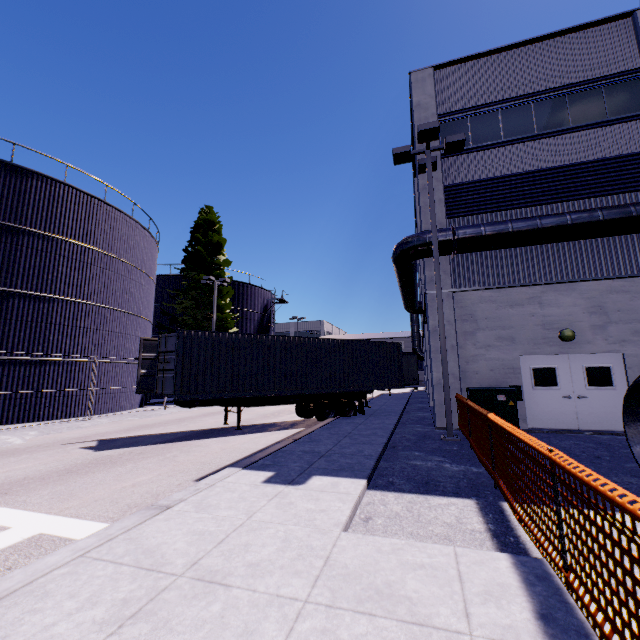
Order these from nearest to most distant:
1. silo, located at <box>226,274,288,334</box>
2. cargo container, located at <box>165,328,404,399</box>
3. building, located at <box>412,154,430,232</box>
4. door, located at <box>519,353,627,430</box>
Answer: door, located at <box>519,353,627,430</box> → cargo container, located at <box>165,328,404,399</box> → building, located at <box>412,154,430,232</box> → silo, located at <box>226,274,288,334</box>

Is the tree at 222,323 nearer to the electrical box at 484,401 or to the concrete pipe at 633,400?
the concrete pipe at 633,400

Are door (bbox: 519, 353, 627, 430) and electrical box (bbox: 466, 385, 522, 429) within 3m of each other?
yes

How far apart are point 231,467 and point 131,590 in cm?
373

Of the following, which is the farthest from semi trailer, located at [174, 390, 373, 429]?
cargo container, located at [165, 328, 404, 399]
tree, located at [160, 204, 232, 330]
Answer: tree, located at [160, 204, 232, 330]

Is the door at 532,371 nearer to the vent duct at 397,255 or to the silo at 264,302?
the vent duct at 397,255

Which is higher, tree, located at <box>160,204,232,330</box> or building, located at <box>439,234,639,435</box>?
tree, located at <box>160,204,232,330</box>
